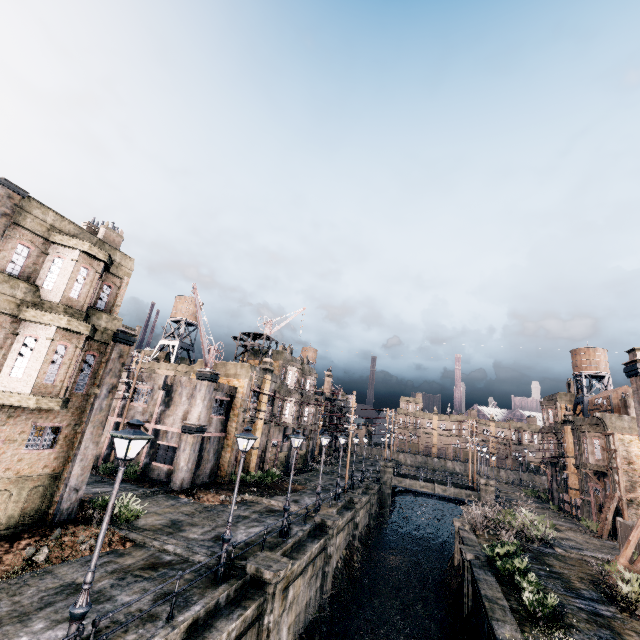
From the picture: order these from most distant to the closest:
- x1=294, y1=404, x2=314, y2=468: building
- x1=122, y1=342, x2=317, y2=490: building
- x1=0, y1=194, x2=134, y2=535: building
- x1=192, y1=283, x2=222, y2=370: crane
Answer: x1=294, y1=404, x2=314, y2=468: building < x1=122, y1=342, x2=317, y2=490: building < x1=192, y1=283, x2=222, y2=370: crane < x1=0, y1=194, x2=134, y2=535: building

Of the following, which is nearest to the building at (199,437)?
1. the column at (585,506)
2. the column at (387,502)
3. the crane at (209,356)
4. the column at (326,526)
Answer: the crane at (209,356)

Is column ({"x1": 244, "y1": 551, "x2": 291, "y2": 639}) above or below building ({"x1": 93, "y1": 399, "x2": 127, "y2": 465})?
below

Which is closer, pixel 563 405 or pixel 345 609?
pixel 345 609

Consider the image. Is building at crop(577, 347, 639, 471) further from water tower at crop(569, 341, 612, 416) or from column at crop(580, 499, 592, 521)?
water tower at crop(569, 341, 612, 416)

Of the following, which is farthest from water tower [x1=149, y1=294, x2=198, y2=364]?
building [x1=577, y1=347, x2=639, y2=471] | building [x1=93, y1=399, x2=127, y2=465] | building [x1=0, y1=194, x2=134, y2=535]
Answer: building [x1=577, y1=347, x2=639, y2=471]

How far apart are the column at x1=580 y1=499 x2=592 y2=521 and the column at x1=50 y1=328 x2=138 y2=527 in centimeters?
4999cm

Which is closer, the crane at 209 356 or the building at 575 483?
the crane at 209 356
